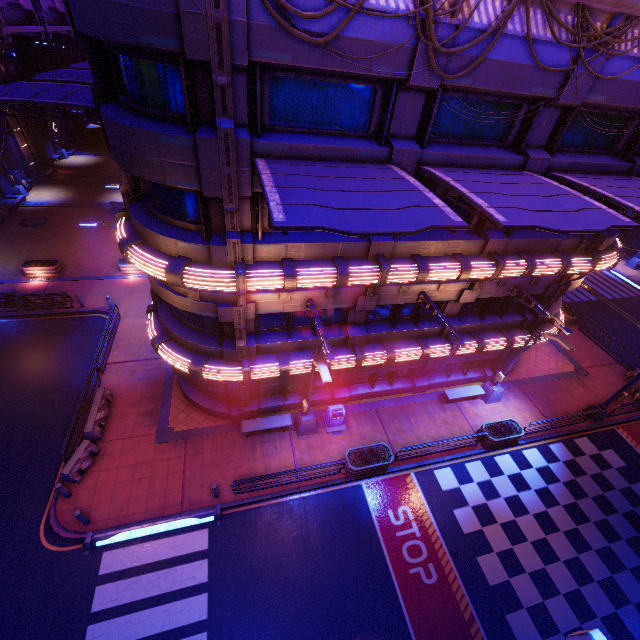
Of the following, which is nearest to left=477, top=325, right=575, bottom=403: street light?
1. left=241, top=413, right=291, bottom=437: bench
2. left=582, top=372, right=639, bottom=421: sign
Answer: left=582, top=372, right=639, bottom=421: sign

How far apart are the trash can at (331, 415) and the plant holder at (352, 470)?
1.16m

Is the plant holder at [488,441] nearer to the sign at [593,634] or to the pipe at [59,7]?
the sign at [593,634]

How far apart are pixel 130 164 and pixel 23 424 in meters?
14.5 m

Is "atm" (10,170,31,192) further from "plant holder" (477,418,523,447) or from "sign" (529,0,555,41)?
"plant holder" (477,418,523,447)

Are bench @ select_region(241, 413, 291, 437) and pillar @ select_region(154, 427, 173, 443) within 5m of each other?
yes

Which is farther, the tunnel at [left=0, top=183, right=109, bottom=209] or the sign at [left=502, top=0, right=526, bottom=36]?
the tunnel at [left=0, top=183, right=109, bottom=209]

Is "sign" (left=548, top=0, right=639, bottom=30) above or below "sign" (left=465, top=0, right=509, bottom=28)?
above
